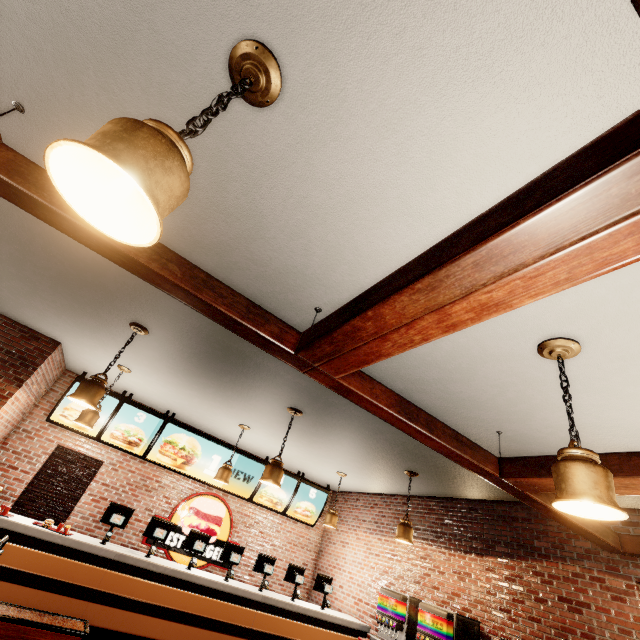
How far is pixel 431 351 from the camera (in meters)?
2.81
